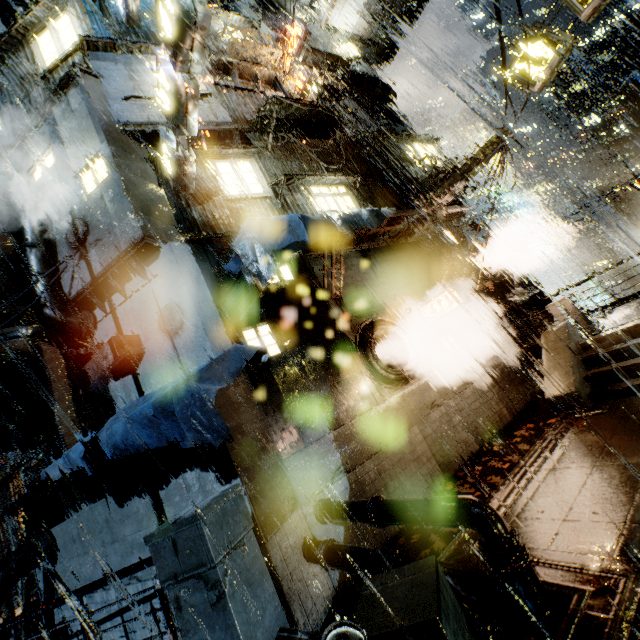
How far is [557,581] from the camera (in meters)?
4.23

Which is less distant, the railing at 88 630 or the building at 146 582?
the railing at 88 630

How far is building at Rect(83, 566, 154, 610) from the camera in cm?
801

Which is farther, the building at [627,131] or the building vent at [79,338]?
the building at [627,131]

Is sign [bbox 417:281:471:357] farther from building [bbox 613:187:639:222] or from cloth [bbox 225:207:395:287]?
cloth [bbox 225:207:395:287]

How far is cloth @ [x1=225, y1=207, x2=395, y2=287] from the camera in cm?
775

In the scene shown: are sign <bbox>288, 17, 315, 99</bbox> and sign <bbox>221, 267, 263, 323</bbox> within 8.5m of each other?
no

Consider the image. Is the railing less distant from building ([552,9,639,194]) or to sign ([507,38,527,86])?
building ([552,9,639,194])
